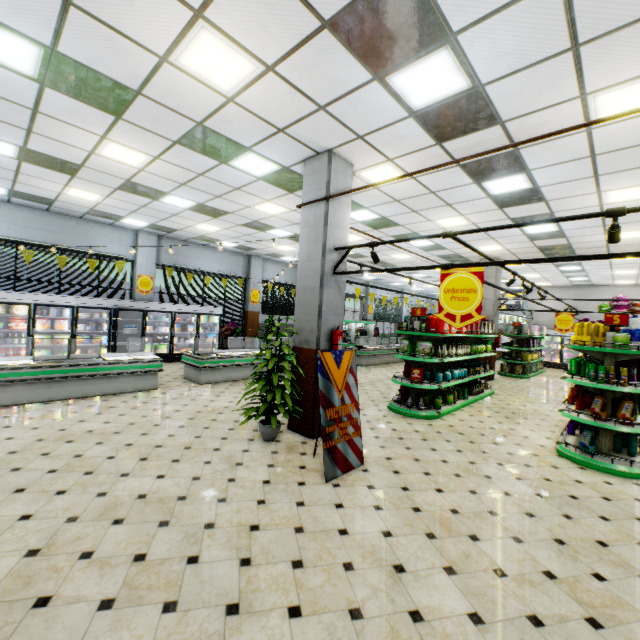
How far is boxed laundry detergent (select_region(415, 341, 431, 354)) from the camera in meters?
7.3 m

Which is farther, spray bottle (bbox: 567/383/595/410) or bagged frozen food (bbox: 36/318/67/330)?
bagged frozen food (bbox: 36/318/67/330)

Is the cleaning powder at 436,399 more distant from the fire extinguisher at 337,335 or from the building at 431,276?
the fire extinguisher at 337,335

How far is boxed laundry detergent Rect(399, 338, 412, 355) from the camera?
7.5m

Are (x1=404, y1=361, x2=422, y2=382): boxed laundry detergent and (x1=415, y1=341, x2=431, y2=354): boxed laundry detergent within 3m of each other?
yes

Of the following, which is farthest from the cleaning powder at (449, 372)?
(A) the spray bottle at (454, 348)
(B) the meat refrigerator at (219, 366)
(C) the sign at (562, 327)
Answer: (C) the sign at (562, 327)

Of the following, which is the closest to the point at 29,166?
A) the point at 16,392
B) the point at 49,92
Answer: the point at 49,92

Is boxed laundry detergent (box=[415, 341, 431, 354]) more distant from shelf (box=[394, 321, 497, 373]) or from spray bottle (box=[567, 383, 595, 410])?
spray bottle (box=[567, 383, 595, 410])
